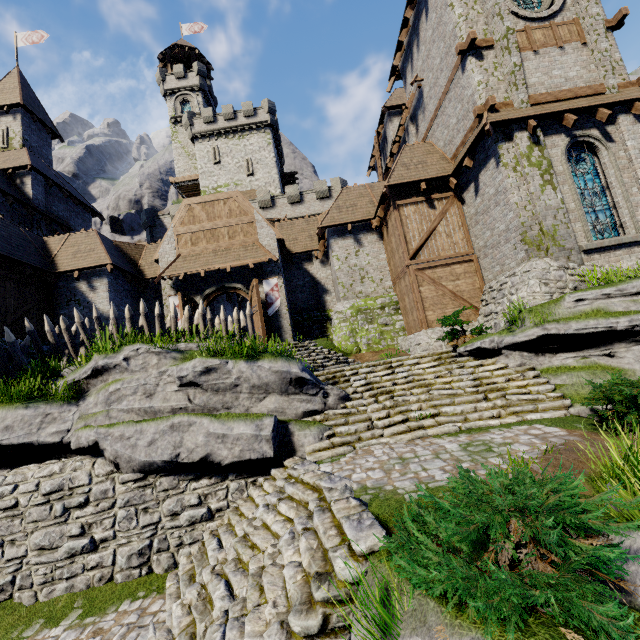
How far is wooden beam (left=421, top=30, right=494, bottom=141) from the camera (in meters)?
12.06

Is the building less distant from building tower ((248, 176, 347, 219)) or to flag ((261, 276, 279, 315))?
flag ((261, 276, 279, 315))

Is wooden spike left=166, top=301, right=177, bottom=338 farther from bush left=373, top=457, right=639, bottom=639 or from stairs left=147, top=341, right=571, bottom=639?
bush left=373, top=457, right=639, bottom=639

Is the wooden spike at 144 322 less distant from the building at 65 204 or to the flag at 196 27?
the building at 65 204

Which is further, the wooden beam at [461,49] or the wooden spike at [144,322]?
the wooden beam at [461,49]

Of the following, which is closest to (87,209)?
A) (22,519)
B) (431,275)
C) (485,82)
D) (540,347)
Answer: (22,519)

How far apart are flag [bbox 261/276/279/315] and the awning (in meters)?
0.83

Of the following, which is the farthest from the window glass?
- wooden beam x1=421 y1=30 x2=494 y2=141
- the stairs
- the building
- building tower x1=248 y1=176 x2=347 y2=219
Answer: building tower x1=248 y1=176 x2=347 y2=219
